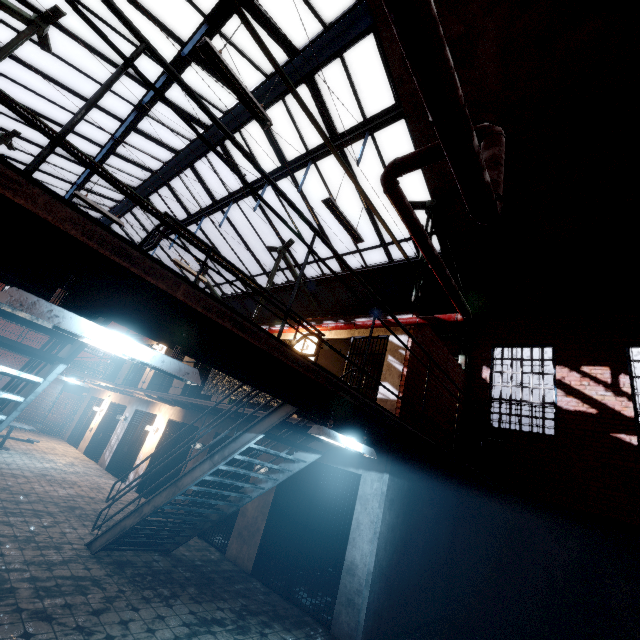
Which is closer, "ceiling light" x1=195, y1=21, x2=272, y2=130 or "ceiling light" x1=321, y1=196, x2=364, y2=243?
"ceiling light" x1=195, y1=21, x2=272, y2=130

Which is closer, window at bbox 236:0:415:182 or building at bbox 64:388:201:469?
window at bbox 236:0:415:182

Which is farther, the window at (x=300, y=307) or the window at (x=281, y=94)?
the window at (x=300, y=307)

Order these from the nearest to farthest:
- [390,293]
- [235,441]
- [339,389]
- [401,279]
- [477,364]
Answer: [339,389] < [235,441] < [477,364] < [401,279] < [390,293]

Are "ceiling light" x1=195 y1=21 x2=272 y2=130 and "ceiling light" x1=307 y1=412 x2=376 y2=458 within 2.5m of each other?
no

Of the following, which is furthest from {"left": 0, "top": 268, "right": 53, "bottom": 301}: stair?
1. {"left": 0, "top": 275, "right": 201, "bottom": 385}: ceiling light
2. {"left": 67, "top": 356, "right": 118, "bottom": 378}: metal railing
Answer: {"left": 67, "top": 356, "right": 118, "bottom": 378}: metal railing

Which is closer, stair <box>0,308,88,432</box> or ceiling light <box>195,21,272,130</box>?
stair <box>0,308,88,432</box>

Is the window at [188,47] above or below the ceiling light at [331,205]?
above
